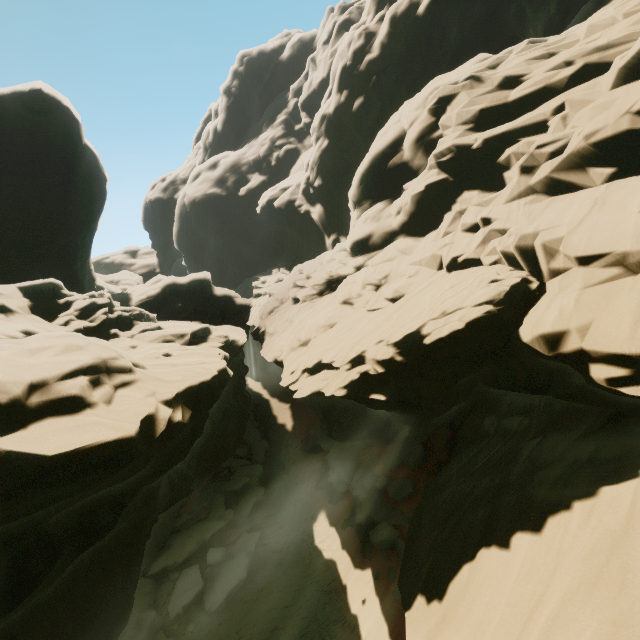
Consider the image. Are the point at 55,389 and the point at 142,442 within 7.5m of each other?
yes

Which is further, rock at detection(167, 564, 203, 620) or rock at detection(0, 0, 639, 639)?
rock at detection(167, 564, 203, 620)

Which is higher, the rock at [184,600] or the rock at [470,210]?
the rock at [470,210]

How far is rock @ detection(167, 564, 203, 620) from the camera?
15.9 meters

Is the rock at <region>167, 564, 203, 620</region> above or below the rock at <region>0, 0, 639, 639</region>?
below

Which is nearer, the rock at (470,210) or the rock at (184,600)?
the rock at (470,210)
